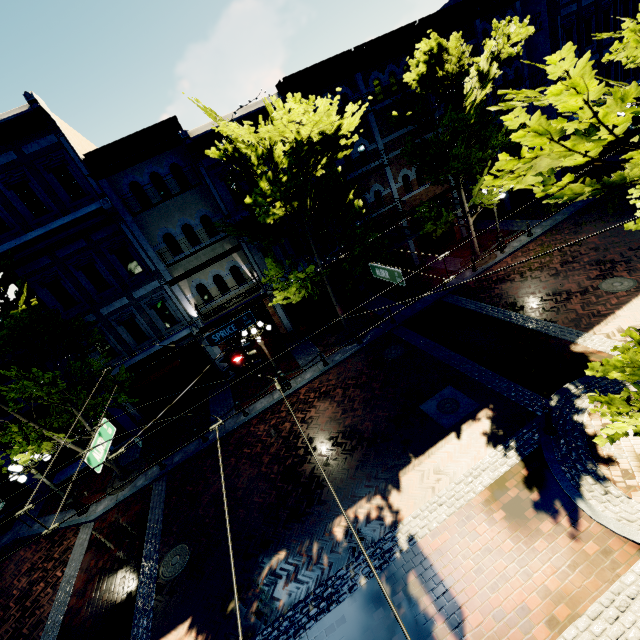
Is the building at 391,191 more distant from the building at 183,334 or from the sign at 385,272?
the sign at 385,272

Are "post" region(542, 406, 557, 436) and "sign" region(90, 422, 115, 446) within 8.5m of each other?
no

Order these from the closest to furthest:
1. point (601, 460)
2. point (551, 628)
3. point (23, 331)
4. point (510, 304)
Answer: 1. point (551, 628)
2. point (601, 460)
3. point (23, 331)
4. point (510, 304)

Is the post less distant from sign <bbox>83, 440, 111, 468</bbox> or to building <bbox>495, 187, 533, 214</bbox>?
building <bbox>495, 187, 533, 214</bbox>

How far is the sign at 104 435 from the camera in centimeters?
756cm

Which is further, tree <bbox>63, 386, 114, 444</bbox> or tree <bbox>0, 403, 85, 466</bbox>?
tree <bbox>63, 386, 114, 444</bbox>

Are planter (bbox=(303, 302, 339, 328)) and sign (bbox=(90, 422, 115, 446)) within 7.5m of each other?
no

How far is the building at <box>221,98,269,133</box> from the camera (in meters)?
14.33
